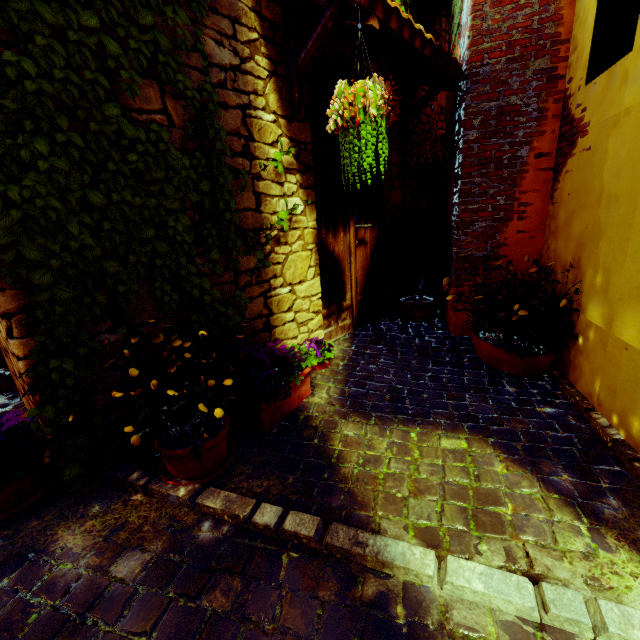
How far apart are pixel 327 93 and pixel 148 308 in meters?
2.4

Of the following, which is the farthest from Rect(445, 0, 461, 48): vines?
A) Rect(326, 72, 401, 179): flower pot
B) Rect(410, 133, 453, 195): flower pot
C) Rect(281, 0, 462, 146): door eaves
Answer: Rect(410, 133, 453, 195): flower pot

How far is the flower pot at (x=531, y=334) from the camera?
2.37m

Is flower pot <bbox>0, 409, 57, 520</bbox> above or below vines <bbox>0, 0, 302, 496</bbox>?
below

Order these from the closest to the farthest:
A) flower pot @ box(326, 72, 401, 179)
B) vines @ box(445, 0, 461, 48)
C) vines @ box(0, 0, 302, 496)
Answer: vines @ box(0, 0, 302, 496) < flower pot @ box(326, 72, 401, 179) < vines @ box(445, 0, 461, 48)

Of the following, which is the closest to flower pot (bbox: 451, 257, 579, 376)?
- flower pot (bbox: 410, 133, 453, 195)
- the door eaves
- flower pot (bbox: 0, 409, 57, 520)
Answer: flower pot (bbox: 410, 133, 453, 195)

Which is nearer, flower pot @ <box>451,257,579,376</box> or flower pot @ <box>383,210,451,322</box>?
flower pot @ <box>451,257,579,376</box>

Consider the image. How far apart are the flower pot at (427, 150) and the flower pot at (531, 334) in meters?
1.7 m
